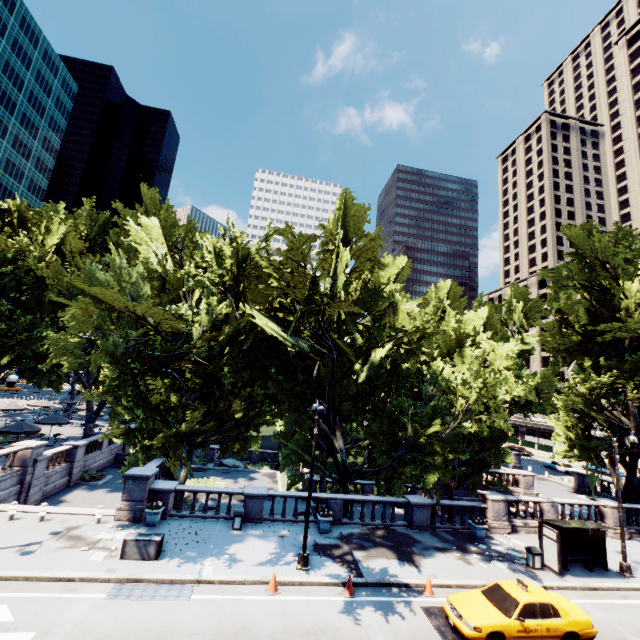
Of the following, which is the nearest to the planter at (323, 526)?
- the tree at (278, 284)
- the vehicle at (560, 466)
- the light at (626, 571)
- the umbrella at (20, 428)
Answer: the tree at (278, 284)

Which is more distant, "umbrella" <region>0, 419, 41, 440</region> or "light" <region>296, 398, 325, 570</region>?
→ "umbrella" <region>0, 419, 41, 440</region>

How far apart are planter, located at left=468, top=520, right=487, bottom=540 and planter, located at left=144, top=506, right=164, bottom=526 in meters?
18.4 m

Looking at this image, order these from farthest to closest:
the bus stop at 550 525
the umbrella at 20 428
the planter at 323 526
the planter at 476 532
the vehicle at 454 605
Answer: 1. the umbrella at 20 428
2. the planter at 476 532
3. the planter at 323 526
4. the bus stop at 550 525
5. the vehicle at 454 605

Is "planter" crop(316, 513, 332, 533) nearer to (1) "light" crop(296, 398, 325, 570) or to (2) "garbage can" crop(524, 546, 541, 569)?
(1) "light" crop(296, 398, 325, 570)

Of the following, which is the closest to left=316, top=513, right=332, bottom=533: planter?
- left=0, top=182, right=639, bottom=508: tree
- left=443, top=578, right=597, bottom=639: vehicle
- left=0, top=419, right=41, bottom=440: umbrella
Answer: left=0, top=182, right=639, bottom=508: tree

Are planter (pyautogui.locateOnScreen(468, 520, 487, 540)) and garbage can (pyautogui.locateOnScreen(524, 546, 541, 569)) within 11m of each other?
yes

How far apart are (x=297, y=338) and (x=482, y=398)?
10.5 meters
